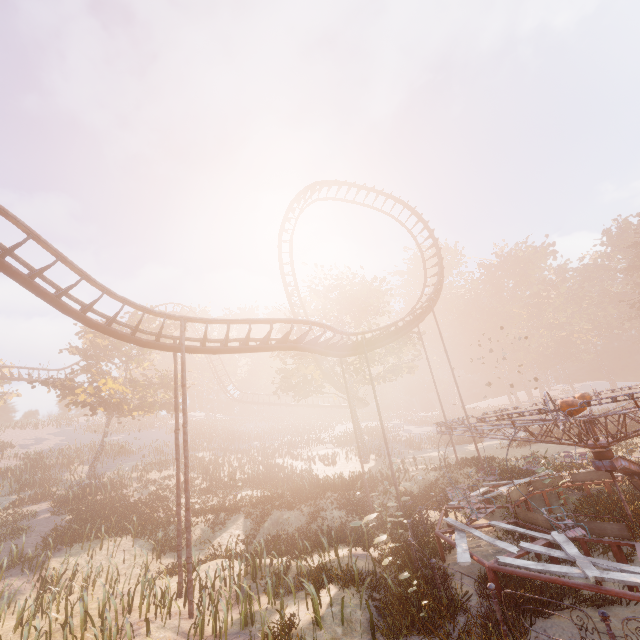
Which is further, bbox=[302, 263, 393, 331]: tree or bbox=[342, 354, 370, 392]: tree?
bbox=[302, 263, 393, 331]: tree

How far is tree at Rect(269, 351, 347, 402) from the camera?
29.72m

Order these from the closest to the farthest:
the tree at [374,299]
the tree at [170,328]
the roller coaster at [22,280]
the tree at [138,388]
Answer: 1. the roller coaster at [22,280]
2. the tree at [138,388]
3. the tree at [170,328]
4. the tree at [374,299]

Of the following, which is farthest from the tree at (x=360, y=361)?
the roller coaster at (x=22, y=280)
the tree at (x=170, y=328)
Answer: the tree at (x=170, y=328)

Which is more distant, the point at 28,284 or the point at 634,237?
the point at 634,237

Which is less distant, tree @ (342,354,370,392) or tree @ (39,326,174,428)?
tree @ (39,326,174,428)

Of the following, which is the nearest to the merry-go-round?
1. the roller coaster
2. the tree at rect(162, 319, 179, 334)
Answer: the roller coaster

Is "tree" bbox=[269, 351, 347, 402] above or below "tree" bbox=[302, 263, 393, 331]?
below
